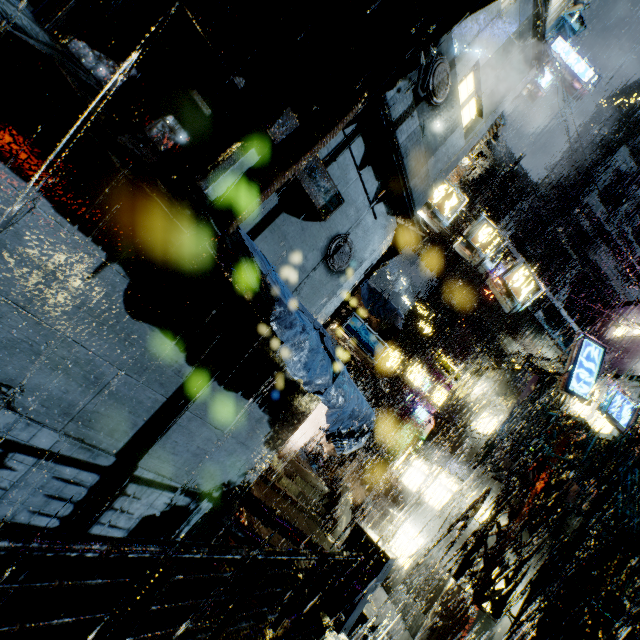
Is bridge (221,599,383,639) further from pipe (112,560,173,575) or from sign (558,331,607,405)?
sign (558,331,607,405)

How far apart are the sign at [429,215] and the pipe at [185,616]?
11.4 meters

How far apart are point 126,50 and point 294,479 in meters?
18.1 m

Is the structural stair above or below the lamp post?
below

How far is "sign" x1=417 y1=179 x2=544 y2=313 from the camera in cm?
1091

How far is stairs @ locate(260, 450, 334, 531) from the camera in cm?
1645

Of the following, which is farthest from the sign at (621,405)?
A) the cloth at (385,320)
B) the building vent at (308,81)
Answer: the building vent at (308,81)

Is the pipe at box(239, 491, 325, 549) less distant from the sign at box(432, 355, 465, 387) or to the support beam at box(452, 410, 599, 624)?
the support beam at box(452, 410, 599, 624)
